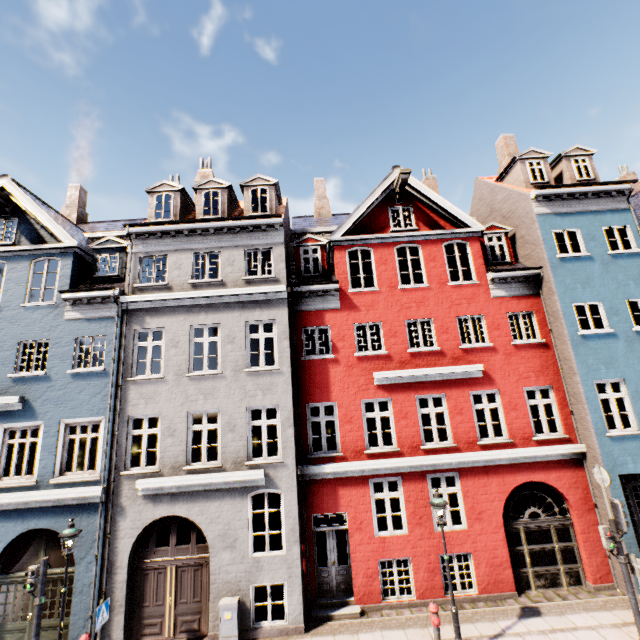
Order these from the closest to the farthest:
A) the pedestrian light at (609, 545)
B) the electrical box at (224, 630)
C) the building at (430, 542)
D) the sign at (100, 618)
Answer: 1. the sign at (100, 618)
2. the pedestrian light at (609, 545)
3. the electrical box at (224, 630)
4. the building at (430, 542)

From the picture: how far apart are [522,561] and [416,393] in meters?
6.3 m

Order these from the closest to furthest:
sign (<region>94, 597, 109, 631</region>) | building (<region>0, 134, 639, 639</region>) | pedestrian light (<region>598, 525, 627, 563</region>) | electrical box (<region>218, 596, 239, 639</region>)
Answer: sign (<region>94, 597, 109, 631</region>) < pedestrian light (<region>598, 525, 627, 563</region>) < electrical box (<region>218, 596, 239, 639</region>) < building (<region>0, 134, 639, 639</region>)

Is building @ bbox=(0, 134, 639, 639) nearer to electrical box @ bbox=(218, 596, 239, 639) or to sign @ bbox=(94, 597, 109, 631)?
electrical box @ bbox=(218, 596, 239, 639)

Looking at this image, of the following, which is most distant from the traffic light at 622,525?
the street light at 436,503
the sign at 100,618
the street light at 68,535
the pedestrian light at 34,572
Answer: the pedestrian light at 34,572

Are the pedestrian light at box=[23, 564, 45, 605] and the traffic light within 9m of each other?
no

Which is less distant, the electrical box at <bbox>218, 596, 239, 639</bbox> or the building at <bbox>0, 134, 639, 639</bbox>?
the electrical box at <bbox>218, 596, 239, 639</bbox>

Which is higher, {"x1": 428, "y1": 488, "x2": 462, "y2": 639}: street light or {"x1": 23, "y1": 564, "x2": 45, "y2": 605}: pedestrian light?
{"x1": 428, "y1": 488, "x2": 462, "y2": 639}: street light
